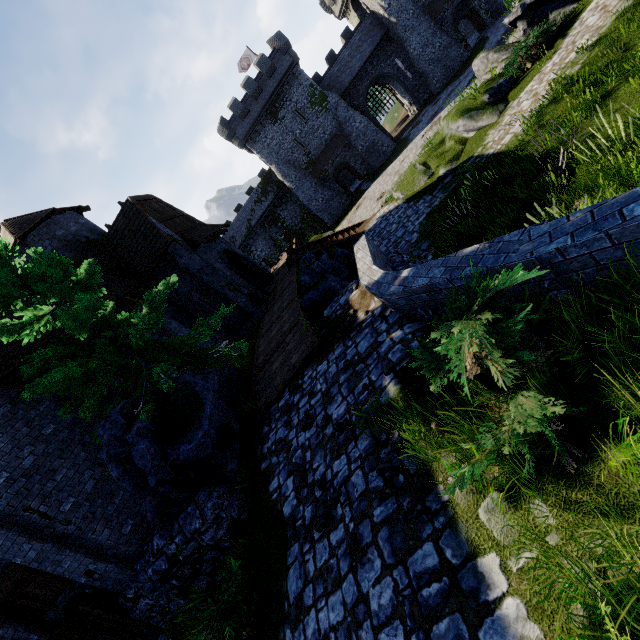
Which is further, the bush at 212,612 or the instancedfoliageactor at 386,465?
the bush at 212,612

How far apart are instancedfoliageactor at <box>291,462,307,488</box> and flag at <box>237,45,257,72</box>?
50.6 meters

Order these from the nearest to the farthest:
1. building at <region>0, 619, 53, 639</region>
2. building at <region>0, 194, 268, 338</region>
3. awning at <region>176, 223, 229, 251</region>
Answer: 1. building at <region>0, 619, 53, 639</region>
2. building at <region>0, 194, 268, 338</region>
3. awning at <region>176, 223, 229, 251</region>

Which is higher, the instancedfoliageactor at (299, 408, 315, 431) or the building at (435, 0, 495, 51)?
the instancedfoliageactor at (299, 408, 315, 431)

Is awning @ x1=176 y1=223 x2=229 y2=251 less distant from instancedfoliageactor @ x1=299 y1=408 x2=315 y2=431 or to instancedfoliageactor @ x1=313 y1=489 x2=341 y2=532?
instancedfoliageactor @ x1=299 y1=408 x2=315 y2=431

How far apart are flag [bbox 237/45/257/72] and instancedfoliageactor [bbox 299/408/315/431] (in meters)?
49.43

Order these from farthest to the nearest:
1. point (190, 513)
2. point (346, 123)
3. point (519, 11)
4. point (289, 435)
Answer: point (346, 123)
point (519, 11)
point (190, 513)
point (289, 435)

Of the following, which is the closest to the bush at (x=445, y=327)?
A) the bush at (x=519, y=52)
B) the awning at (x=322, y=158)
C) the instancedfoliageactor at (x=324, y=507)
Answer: the instancedfoliageactor at (x=324, y=507)
